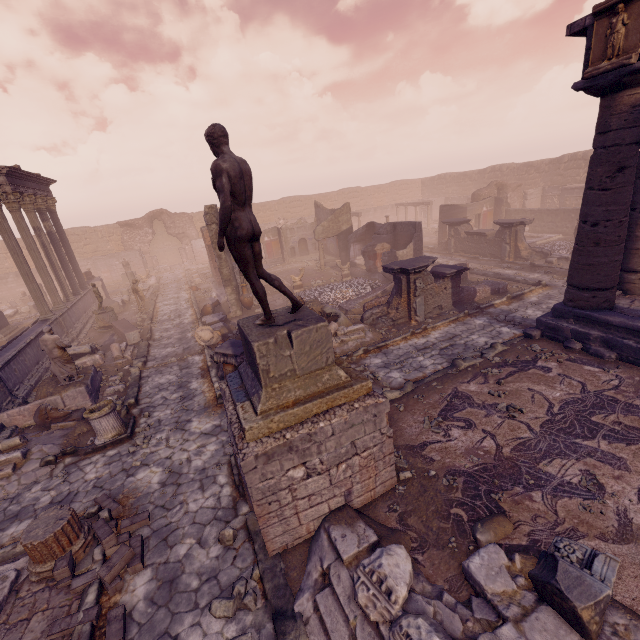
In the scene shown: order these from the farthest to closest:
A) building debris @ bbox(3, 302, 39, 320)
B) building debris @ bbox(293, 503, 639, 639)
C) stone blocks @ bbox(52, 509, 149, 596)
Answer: building debris @ bbox(3, 302, 39, 320) < stone blocks @ bbox(52, 509, 149, 596) < building debris @ bbox(293, 503, 639, 639)

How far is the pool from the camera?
20.80m

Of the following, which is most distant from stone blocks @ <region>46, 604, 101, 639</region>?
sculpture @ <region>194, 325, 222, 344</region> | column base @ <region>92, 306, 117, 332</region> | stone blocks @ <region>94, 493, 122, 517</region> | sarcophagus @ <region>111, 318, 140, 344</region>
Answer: column base @ <region>92, 306, 117, 332</region>

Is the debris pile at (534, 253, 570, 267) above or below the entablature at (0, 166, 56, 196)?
below

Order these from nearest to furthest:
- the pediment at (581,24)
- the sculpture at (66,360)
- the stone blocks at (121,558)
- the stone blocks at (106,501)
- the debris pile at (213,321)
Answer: the stone blocks at (121,558)
the stone blocks at (106,501)
the pediment at (581,24)
the sculpture at (66,360)
the debris pile at (213,321)

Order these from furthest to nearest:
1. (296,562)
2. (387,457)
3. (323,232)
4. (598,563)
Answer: (323,232), (387,457), (296,562), (598,563)

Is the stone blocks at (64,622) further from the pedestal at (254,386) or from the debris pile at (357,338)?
the debris pile at (357,338)

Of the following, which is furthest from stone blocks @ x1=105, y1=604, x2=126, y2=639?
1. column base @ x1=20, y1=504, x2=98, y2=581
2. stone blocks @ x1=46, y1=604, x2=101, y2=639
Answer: column base @ x1=20, y1=504, x2=98, y2=581
